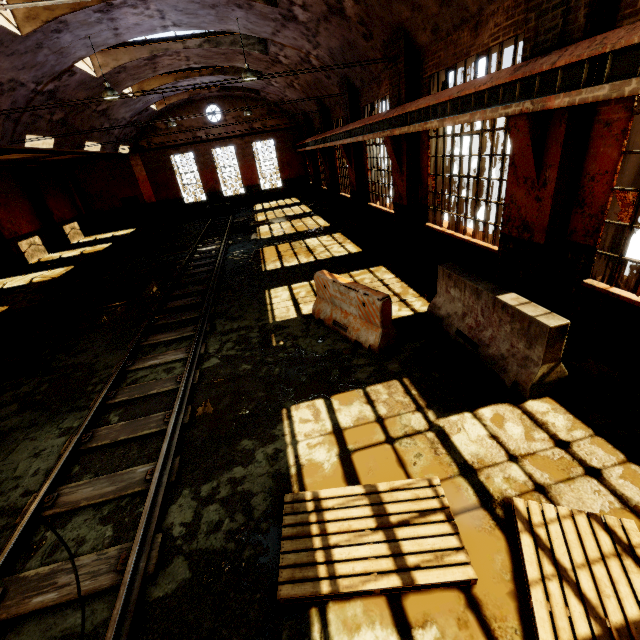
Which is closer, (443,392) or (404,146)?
(443,392)

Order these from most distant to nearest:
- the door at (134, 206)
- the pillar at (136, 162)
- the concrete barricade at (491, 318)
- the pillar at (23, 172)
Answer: the door at (134, 206) → the pillar at (136, 162) → the pillar at (23, 172) → the concrete barricade at (491, 318)

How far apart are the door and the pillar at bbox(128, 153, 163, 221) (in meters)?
0.38

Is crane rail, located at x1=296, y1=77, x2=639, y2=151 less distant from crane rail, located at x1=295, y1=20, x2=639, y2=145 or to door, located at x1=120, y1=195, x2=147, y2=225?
crane rail, located at x1=295, y1=20, x2=639, y2=145

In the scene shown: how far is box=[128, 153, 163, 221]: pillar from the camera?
24.20m

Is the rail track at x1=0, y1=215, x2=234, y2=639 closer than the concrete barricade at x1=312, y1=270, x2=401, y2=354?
Yes

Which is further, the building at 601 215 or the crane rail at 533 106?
the building at 601 215

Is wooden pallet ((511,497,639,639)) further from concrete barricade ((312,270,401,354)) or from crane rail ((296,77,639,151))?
crane rail ((296,77,639,151))
